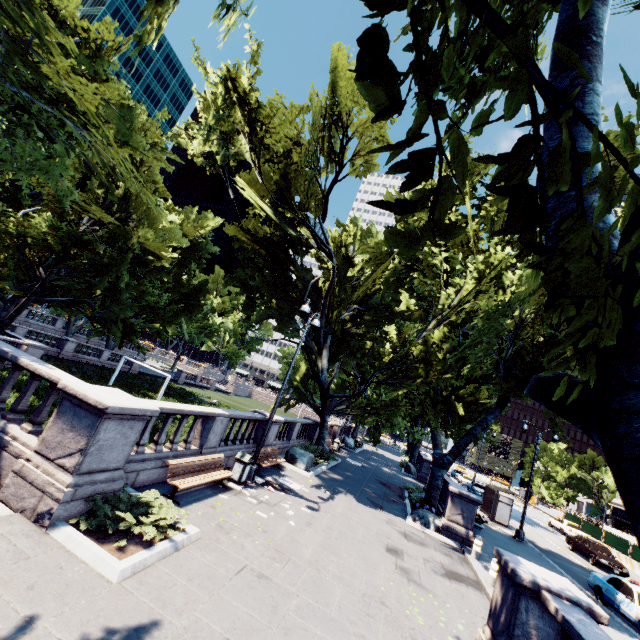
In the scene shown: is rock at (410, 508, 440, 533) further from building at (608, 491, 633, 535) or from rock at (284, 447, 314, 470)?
building at (608, 491, 633, 535)

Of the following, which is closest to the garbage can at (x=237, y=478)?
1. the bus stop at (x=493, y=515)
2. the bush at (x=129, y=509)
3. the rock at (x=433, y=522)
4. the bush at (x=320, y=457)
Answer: the bush at (x=129, y=509)

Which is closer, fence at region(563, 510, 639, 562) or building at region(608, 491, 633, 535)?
fence at region(563, 510, 639, 562)

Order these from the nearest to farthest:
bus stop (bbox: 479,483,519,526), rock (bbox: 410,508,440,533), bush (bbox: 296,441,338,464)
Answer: rock (bbox: 410,508,440,533) → bush (bbox: 296,441,338,464) → bus stop (bbox: 479,483,519,526)

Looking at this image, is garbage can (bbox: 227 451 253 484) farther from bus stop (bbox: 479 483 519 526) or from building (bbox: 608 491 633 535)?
building (bbox: 608 491 633 535)

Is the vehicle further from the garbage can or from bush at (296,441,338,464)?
the garbage can

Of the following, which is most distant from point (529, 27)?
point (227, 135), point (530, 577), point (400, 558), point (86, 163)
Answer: point (227, 135)

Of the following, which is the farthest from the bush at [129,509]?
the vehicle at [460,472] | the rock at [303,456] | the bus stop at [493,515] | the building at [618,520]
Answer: the vehicle at [460,472]
